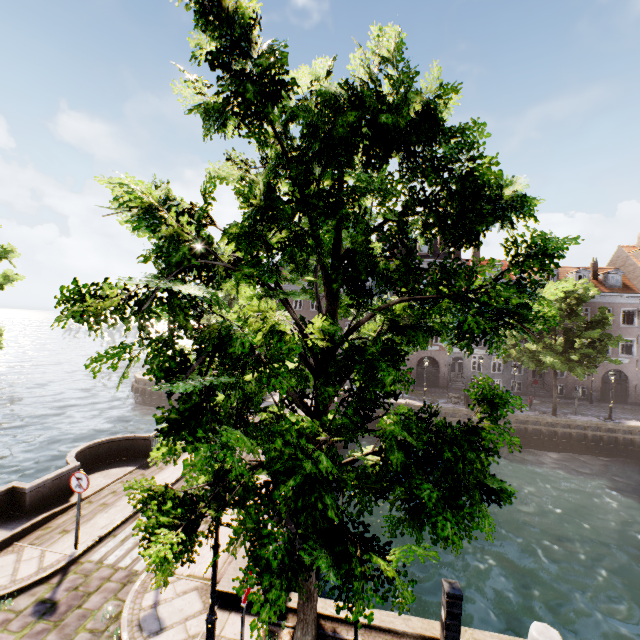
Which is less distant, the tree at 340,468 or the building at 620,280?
the tree at 340,468

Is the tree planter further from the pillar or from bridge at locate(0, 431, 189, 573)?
the pillar

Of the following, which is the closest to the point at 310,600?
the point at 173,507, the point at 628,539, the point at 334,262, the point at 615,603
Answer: the point at 173,507

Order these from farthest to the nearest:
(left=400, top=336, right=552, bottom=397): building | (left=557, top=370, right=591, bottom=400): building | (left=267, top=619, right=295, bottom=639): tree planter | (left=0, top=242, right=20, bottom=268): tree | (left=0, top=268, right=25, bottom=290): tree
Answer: (left=400, top=336, right=552, bottom=397): building < (left=557, top=370, right=591, bottom=400): building < (left=0, top=268, right=25, bottom=290): tree < (left=0, top=242, right=20, bottom=268): tree < (left=267, top=619, right=295, bottom=639): tree planter

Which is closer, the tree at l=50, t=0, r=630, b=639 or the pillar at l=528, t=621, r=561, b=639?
the tree at l=50, t=0, r=630, b=639

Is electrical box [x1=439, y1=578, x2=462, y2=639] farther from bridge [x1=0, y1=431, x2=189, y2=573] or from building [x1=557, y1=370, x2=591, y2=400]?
building [x1=557, y1=370, x2=591, y2=400]

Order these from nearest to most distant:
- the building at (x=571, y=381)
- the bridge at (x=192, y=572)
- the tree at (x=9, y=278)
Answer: the bridge at (x=192, y=572) → the tree at (x=9, y=278) → the building at (x=571, y=381)

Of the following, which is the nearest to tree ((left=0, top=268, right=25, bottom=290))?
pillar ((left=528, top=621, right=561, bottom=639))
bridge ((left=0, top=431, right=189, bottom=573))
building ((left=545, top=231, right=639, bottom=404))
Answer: bridge ((left=0, top=431, right=189, bottom=573))
